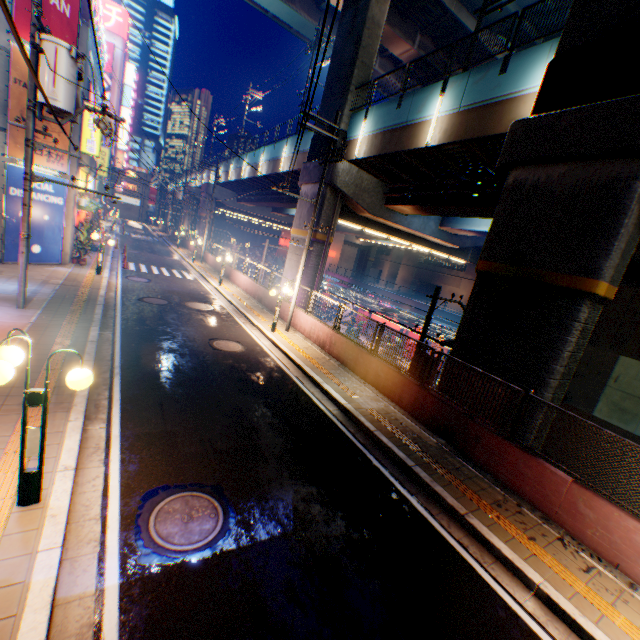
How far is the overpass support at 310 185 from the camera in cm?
1903

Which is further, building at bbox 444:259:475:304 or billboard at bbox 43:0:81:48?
building at bbox 444:259:475:304

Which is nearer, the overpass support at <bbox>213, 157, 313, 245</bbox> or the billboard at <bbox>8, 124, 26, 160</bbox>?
the billboard at <bbox>8, 124, 26, 160</bbox>

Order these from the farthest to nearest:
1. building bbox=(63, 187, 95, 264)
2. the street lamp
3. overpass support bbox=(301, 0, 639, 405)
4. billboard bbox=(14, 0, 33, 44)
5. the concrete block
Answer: building bbox=(63, 187, 95, 264) < billboard bbox=(14, 0, 33, 44) < overpass support bbox=(301, 0, 639, 405) < the concrete block < the street lamp

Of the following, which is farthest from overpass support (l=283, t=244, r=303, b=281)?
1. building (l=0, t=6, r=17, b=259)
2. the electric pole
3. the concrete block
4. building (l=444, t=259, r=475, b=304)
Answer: building (l=0, t=6, r=17, b=259)

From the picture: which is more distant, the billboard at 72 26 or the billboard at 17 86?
the billboard at 72 26

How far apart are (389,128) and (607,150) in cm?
992

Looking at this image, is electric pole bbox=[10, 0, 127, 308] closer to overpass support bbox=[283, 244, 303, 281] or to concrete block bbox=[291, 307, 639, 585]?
concrete block bbox=[291, 307, 639, 585]
